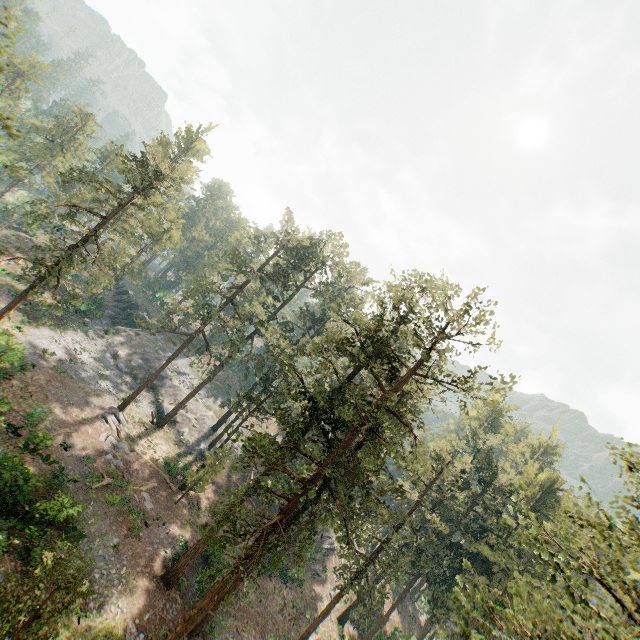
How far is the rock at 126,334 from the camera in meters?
44.8

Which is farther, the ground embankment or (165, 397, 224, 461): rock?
(165, 397, 224, 461): rock

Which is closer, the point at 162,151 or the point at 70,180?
the point at 70,180

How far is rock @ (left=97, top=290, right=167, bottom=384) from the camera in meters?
44.8 m

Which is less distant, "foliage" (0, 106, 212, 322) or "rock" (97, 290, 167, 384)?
"foliage" (0, 106, 212, 322)

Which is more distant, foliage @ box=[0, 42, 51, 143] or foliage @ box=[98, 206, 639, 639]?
foliage @ box=[0, 42, 51, 143]

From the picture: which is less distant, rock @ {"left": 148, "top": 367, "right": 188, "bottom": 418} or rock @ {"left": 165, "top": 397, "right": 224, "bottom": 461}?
rock @ {"left": 165, "top": 397, "right": 224, "bottom": 461}

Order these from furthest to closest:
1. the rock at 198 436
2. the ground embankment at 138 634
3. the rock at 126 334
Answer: the rock at 126 334
the rock at 198 436
the ground embankment at 138 634
